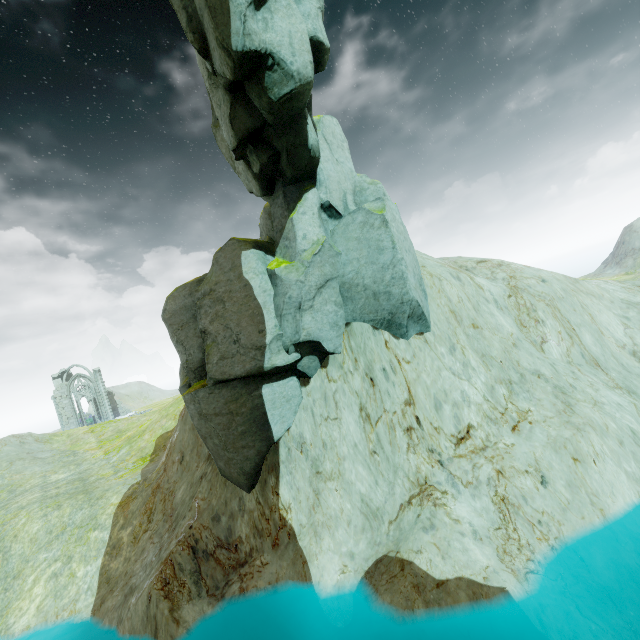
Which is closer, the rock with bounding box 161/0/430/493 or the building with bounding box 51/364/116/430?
the rock with bounding box 161/0/430/493

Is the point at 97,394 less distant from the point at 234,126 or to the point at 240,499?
the point at 240,499

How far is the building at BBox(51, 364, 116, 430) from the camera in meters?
51.4

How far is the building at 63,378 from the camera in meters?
51.4 m

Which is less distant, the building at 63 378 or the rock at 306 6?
the rock at 306 6
